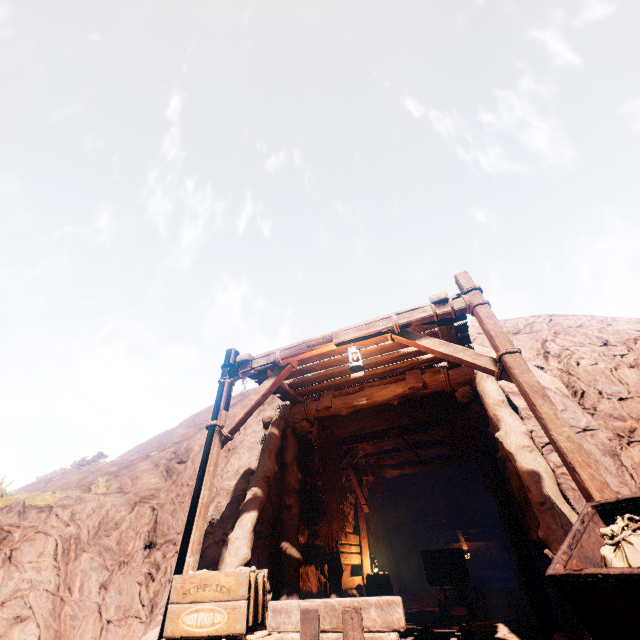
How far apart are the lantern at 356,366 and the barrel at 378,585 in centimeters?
666cm

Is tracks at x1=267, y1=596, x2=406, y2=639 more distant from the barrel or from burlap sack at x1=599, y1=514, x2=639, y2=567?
burlap sack at x1=599, y1=514, x2=639, y2=567

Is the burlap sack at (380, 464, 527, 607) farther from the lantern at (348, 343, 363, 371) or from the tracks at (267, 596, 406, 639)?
the lantern at (348, 343, 363, 371)

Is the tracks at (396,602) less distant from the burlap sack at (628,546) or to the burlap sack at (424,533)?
the burlap sack at (424,533)

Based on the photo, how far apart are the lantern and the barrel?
6.7 meters

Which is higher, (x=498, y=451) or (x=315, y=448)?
(x=315, y=448)

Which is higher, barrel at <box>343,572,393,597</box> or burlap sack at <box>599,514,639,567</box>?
burlap sack at <box>599,514,639,567</box>

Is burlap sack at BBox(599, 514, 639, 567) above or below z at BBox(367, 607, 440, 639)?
above
